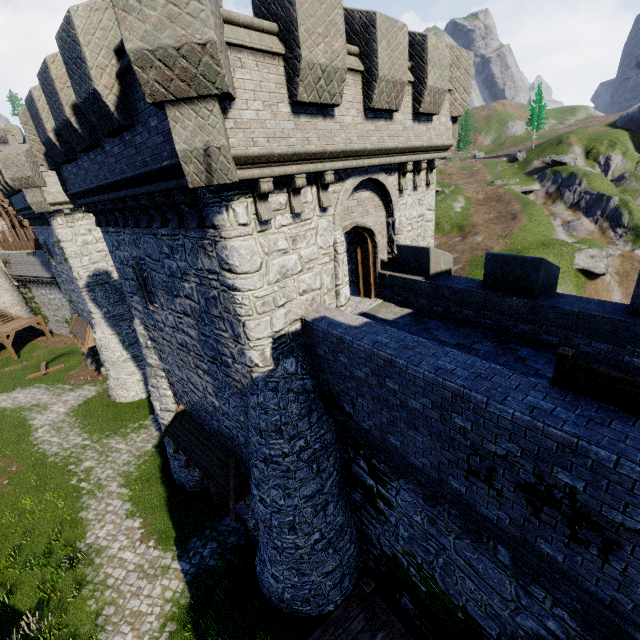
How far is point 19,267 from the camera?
34.94m

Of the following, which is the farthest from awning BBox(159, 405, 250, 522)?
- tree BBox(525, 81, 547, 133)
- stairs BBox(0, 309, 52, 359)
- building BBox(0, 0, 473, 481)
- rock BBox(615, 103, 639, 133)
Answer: rock BBox(615, 103, 639, 133)

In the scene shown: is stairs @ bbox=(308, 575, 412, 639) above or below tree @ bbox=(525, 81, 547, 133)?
below

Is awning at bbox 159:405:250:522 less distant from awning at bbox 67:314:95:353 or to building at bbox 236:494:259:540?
building at bbox 236:494:259:540

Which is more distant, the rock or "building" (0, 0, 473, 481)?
the rock

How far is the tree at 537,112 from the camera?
57.7m

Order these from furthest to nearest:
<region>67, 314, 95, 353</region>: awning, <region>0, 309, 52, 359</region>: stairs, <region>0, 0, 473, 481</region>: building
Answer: <region>0, 309, 52, 359</region>: stairs, <region>67, 314, 95, 353</region>: awning, <region>0, 0, 473, 481</region>: building

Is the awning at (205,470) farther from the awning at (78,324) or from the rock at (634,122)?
the rock at (634,122)
